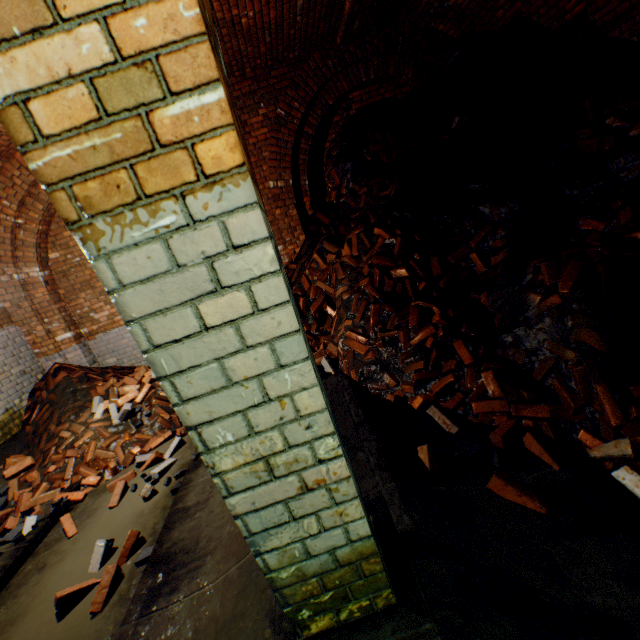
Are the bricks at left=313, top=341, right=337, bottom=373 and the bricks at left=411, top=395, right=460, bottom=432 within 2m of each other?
yes

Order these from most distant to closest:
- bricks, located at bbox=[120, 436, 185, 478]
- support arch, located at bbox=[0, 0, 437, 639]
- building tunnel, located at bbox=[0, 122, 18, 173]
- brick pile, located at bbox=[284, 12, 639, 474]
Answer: building tunnel, located at bbox=[0, 122, 18, 173], bricks, located at bbox=[120, 436, 185, 478], brick pile, located at bbox=[284, 12, 639, 474], support arch, located at bbox=[0, 0, 437, 639]

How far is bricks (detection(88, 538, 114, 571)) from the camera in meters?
2.9 m

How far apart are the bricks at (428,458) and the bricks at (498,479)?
0.39m

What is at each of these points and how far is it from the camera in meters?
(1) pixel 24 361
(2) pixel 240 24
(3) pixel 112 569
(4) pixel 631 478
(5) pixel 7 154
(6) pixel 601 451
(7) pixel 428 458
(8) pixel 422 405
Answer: (1) building tunnel, 5.6
(2) building tunnel, 4.1
(3) bricks, 2.7
(4) bricks, 2.1
(5) building tunnel, 4.9
(6) bricks, 2.3
(7) bricks, 2.4
(8) bricks, 3.1

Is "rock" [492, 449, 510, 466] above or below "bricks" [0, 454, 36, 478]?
below

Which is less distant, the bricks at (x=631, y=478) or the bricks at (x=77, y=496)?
the bricks at (x=631, y=478)

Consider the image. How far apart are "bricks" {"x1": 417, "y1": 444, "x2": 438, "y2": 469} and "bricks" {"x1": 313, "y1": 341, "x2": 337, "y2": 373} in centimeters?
162cm
